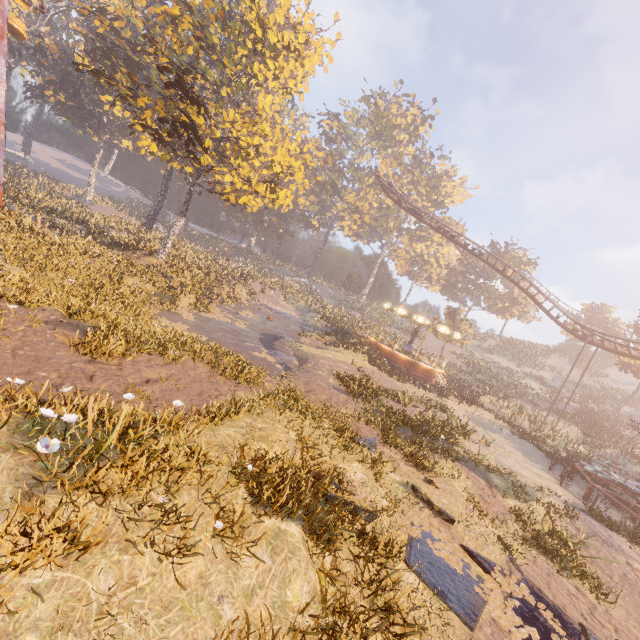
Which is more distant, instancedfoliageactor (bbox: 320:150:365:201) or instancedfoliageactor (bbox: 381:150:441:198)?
instancedfoliageactor (bbox: 381:150:441:198)

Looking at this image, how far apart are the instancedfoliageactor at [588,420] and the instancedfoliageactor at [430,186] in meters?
39.2

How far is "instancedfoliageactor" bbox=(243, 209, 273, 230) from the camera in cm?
5769

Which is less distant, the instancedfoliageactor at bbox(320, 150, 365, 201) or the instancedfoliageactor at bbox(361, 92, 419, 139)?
the instancedfoliageactor at bbox(320, 150, 365, 201)

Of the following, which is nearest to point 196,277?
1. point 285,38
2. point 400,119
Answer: point 285,38

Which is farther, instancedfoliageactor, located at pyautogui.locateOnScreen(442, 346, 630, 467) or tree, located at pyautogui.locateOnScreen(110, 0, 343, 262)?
instancedfoliageactor, located at pyautogui.locateOnScreen(442, 346, 630, 467)

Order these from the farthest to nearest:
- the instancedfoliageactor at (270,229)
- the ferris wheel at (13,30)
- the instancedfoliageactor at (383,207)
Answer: the instancedfoliageactor at (270,229), the instancedfoliageactor at (383,207), the ferris wheel at (13,30)
